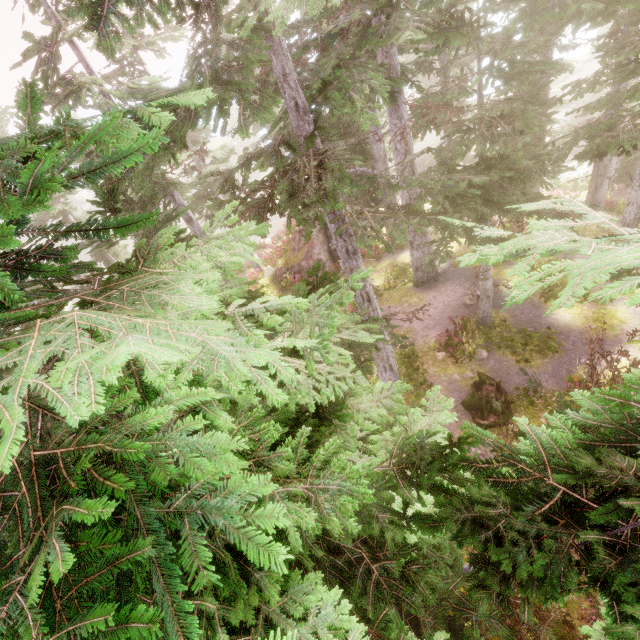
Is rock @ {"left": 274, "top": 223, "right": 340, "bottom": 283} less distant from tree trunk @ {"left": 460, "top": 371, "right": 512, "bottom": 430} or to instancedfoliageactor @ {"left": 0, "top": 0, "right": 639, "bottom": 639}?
instancedfoliageactor @ {"left": 0, "top": 0, "right": 639, "bottom": 639}

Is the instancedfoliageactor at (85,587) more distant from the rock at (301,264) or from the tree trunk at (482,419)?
the tree trunk at (482,419)

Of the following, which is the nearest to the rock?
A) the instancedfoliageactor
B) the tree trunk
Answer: the instancedfoliageactor

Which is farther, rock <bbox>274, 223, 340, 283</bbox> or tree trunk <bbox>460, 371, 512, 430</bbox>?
rock <bbox>274, 223, 340, 283</bbox>

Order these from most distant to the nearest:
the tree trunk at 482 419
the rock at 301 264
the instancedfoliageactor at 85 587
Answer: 1. the rock at 301 264
2. the tree trunk at 482 419
3. the instancedfoliageactor at 85 587

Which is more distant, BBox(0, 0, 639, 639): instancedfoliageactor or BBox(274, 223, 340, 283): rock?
BBox(274, 223, 340, 283): rock

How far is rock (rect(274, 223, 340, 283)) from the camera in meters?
22.3

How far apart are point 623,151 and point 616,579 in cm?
1339
